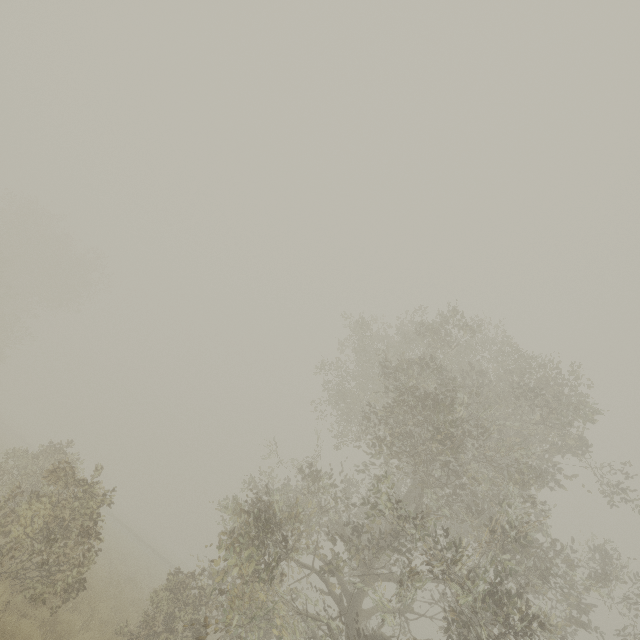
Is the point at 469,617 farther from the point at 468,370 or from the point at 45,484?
the point at 45,484
